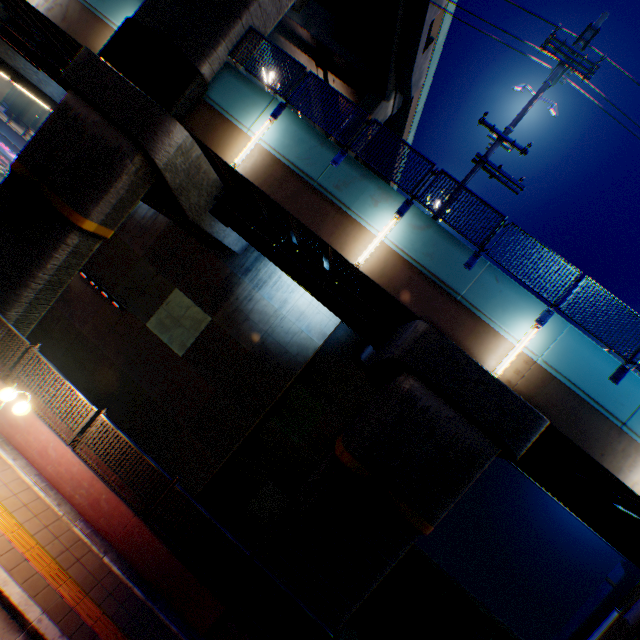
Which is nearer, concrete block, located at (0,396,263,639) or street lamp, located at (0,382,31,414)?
street lamp, located at (0,382,31,414)

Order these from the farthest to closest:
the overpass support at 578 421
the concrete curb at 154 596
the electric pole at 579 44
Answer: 1. the electric pole at 579 44
2. the overpass support at 578 421
3. the concrete curb at 154 596

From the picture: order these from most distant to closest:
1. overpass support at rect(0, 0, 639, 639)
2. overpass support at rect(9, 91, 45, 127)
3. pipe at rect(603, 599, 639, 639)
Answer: overpass support at rect(9, 91, 45, 127) → overpass support at rect(0, 0, 639, 639) → pipe at rect(603, 599, 639, 639)

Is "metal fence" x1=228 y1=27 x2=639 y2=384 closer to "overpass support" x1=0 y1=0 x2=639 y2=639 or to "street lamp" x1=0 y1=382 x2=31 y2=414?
"overpass support" x1=0 y1=0 x2=639 y2=639

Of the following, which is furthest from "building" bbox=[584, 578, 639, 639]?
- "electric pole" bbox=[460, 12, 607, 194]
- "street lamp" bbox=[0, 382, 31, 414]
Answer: "street lamp" bbox=[0, 382, 31, 414]

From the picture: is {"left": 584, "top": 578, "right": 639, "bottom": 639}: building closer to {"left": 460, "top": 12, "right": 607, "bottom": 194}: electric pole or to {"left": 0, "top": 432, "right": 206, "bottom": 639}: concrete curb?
{"left": 0, "top": 432, "right": 206, "bottom": 639}: concrete curb

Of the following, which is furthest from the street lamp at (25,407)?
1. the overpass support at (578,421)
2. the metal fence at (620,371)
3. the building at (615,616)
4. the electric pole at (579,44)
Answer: the building at (615,616)

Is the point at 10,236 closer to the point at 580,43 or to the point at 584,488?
the point at 580,43
